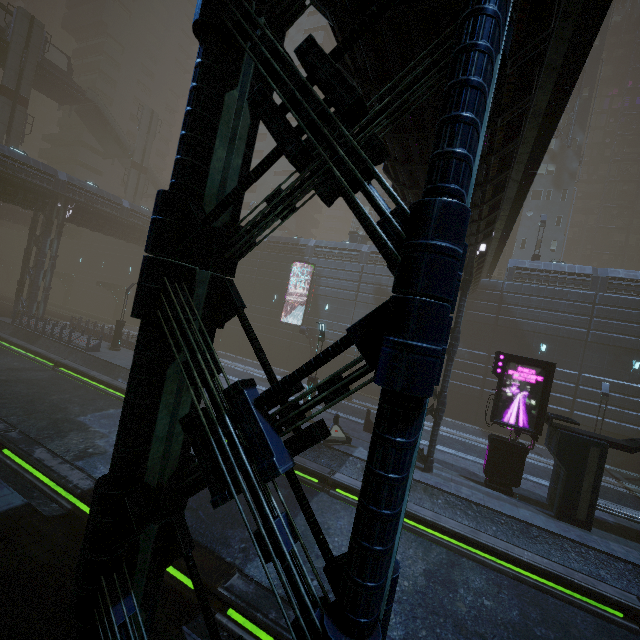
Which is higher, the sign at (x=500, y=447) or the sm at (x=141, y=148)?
the sm at (x=141, y=148)

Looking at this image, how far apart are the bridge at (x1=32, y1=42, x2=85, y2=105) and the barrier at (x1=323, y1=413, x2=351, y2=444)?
49.2m

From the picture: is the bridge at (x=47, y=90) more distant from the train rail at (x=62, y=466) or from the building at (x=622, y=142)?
the train rail at (x=62, y=466)

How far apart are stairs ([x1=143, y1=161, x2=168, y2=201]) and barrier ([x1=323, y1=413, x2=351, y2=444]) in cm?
4970

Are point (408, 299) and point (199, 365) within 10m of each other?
yes

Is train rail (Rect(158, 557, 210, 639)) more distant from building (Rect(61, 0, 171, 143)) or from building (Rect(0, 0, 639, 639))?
building (Rect(61, 0, 171, 143))

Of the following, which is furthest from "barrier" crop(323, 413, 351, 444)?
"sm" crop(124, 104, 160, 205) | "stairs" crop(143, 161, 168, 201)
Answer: "stairs" crop(143, 161, 168, 201)

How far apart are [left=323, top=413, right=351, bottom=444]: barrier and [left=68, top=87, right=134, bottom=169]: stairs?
49.2m
